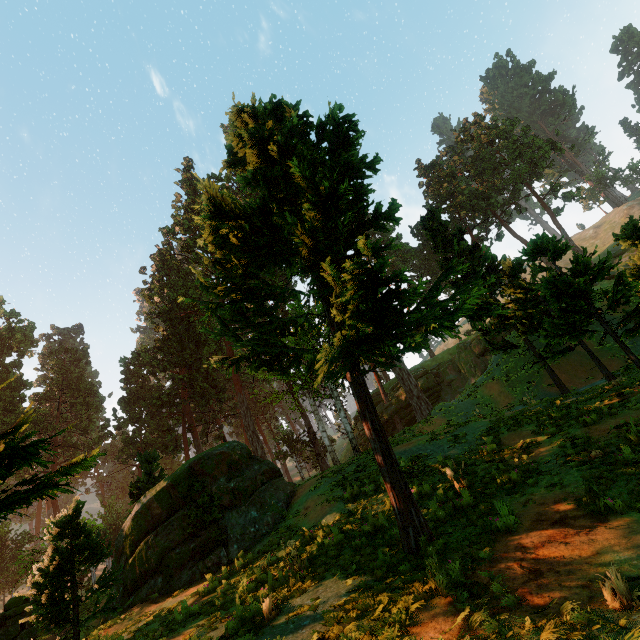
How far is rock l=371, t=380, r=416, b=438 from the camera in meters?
40.5 m

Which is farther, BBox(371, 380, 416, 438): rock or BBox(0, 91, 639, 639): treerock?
BBox(371, 380, 416, 438): rock

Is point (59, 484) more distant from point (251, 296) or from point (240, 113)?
point (240, 113)

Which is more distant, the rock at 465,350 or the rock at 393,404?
the rock at 393,404

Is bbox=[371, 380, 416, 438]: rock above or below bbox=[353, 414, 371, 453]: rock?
above
